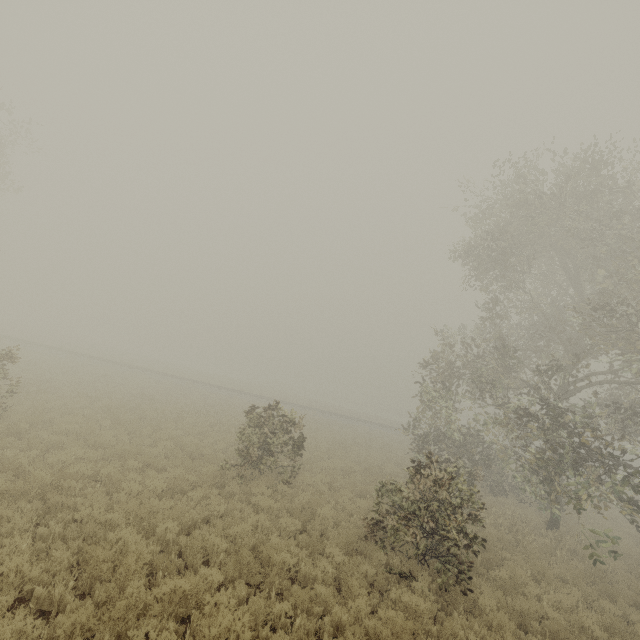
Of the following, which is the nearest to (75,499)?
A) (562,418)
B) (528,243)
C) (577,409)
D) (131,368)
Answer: (562,418)
